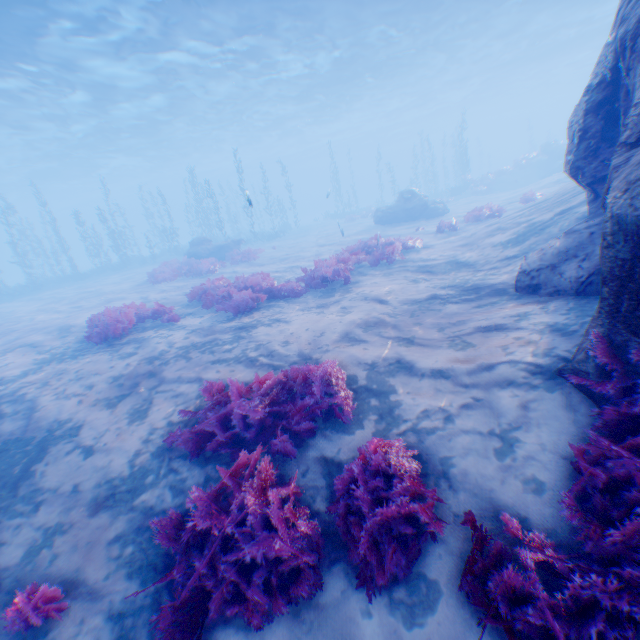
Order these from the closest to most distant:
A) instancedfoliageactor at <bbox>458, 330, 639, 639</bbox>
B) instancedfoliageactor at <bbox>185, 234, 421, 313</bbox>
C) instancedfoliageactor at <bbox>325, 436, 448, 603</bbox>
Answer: instancedfoliageactor at <bbox>458, 330, 639, 639</bbox> < instancedfoliageactor at <bbox>325, 436, 448, 603</bbox> < instancedfoliageactor at <bbox>185, 234, 421, 313</bbox>

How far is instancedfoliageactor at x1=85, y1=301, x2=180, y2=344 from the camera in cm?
880

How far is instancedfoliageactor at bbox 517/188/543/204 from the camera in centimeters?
1646cm

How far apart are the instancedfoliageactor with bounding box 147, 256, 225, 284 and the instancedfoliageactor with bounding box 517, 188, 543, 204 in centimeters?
1895cm

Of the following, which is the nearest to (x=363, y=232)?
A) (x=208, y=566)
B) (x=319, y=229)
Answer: (x=319, y=229)

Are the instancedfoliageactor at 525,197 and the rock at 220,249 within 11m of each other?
no

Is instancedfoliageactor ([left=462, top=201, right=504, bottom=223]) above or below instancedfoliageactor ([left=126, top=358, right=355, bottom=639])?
above

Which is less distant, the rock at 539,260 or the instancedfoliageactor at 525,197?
the rock at 539,260
